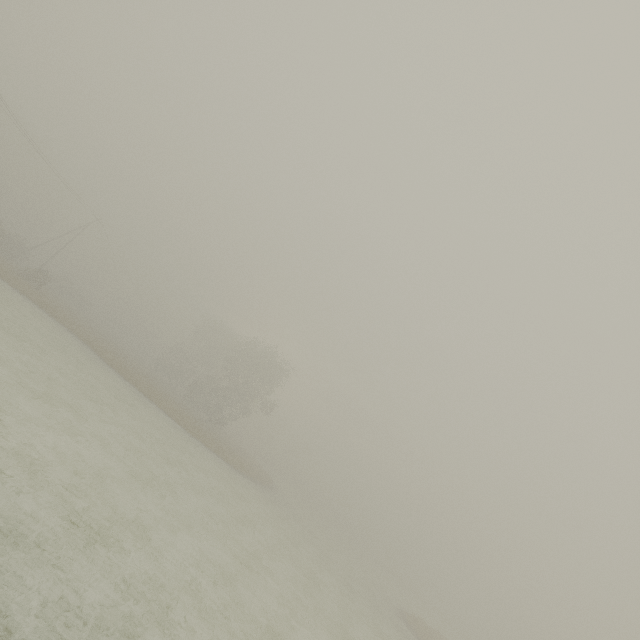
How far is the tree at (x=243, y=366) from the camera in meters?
41.1

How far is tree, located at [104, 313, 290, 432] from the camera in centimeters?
4106cm

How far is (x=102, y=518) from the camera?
8.8 meters
